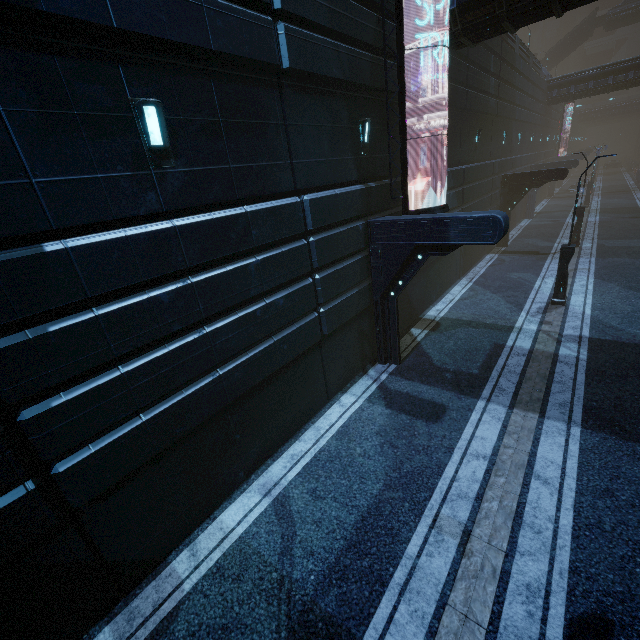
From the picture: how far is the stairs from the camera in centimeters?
4344cm

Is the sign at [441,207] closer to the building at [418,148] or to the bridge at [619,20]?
the building at [418,148]

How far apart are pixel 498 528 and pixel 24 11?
9.9 meters

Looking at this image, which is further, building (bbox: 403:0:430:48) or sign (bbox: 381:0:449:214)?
building (bbox: 403:0:430:48)

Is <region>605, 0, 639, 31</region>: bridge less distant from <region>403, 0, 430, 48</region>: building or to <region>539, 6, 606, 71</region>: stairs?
<region>539, 6, 606, 71</region>: stairs

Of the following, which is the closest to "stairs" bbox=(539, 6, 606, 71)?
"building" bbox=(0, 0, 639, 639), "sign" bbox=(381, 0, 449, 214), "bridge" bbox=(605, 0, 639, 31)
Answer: "bridge" bbox=(605, 0, 639, 31)

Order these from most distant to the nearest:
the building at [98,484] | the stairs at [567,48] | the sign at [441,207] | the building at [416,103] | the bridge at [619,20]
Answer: the stairs at [567,48], the bridge at [619,20], the building at [416,103], the sign at [441,207], the building at [98,484]

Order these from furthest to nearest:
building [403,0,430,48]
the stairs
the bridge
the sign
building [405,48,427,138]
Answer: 1. the stairs
2. the bridge
3. building [405,48,427,138]
4. building [403,0,430,48]
5. the sign
